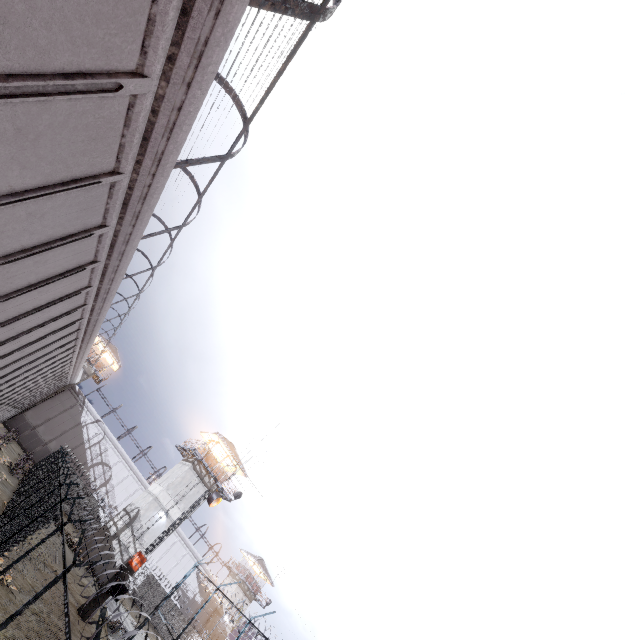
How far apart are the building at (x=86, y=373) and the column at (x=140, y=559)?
33.21m

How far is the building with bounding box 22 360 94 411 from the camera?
42.34m

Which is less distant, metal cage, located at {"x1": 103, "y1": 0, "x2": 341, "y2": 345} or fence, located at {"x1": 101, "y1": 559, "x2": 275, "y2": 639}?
metal cage, located at {"x1": 103, "y1": 0, "x2": 341, "y2": 345}

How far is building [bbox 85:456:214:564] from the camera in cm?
2900

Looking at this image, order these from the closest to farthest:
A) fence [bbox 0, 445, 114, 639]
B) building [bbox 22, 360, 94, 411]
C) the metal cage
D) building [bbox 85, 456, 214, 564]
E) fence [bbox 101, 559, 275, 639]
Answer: the metal cage → fence [bbox 0, 445, 114, 639] → fence [bbox 101, 559, 275, 639] → building [bbox 85, 456, 214, 564] → building [bbox 22, 360, 94, 411]

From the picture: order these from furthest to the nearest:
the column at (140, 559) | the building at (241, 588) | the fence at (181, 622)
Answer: the building at (241, 588)
the column at (140, 559)
the fence at (181, 622)

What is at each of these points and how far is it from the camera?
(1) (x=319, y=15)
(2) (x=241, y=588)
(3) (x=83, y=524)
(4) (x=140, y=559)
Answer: (1) metal cage, 5.6m
(2) building, 51.5m
(3) fence, 36.4m
(4) column, 20.2m

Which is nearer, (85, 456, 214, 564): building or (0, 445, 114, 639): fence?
(0, 445, 114, 639): fence
